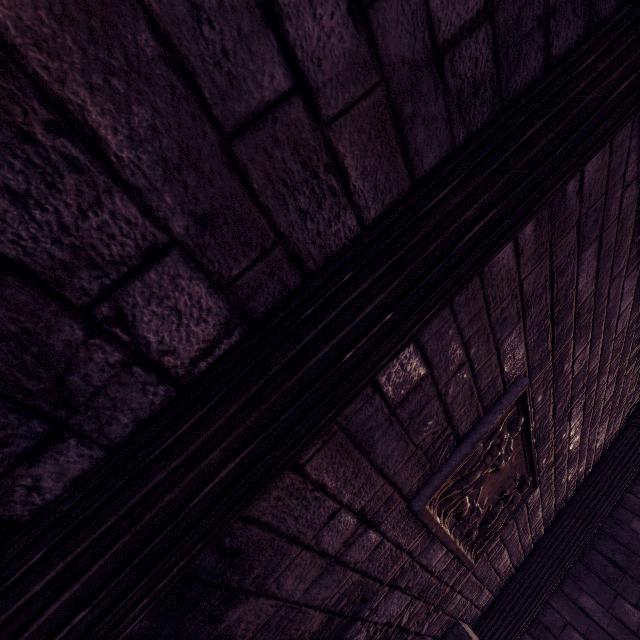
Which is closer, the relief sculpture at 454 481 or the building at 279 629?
the building at 279 629

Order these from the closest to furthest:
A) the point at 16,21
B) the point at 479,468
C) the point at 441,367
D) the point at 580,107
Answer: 1. the point at 16,21
2. the point at 580,107
3. the point at 441,367
4. the point at 479,468

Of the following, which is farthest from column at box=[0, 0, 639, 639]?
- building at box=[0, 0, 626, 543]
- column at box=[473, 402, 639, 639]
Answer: column at box=[473, 402, 639, 639]

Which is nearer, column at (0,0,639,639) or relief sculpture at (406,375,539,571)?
column at (0,0,639,639)

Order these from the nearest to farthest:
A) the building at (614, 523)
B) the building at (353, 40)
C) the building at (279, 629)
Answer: the building at (353, 40)
the building at (279, 629)
the building at (614, 523)

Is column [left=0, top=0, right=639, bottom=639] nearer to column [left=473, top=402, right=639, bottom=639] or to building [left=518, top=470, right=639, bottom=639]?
building [left=518, top=470, right=639, bottom=639]
